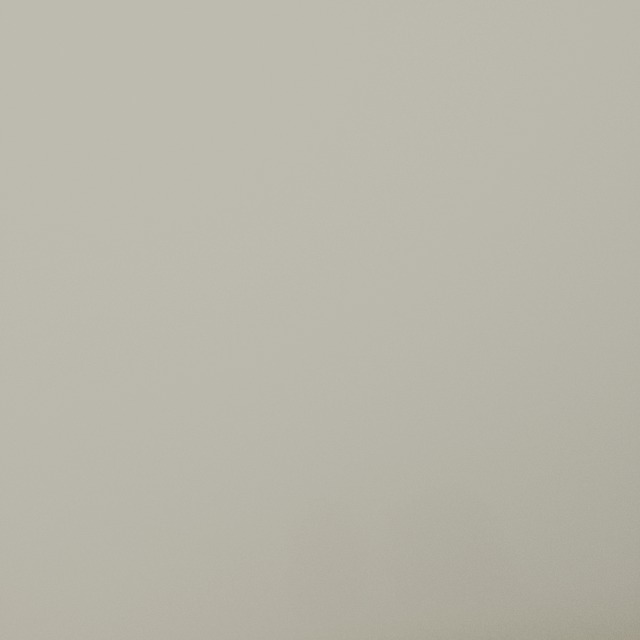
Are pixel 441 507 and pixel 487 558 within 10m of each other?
yes
